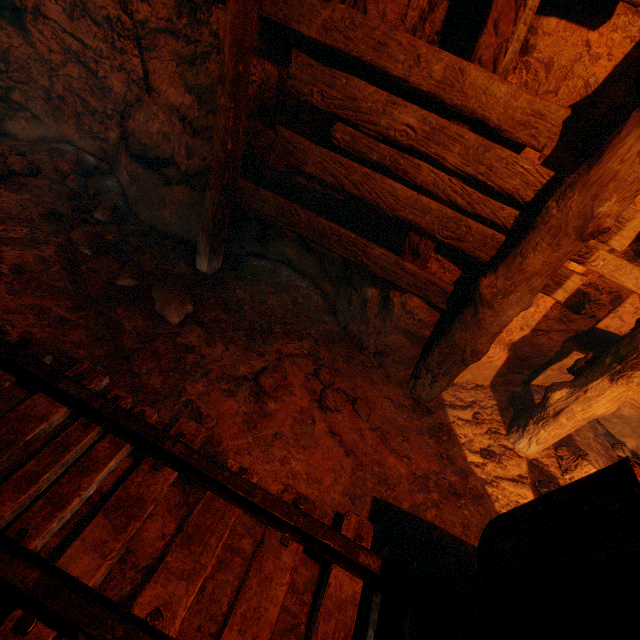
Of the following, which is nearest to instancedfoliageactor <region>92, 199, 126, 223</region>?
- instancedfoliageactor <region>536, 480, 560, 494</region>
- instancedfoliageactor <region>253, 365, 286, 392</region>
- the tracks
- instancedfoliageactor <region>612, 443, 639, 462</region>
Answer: the tracks

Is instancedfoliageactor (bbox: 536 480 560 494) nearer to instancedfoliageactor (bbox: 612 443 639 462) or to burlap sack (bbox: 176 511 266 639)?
burlap sack (bbox: 176 511 266 639)

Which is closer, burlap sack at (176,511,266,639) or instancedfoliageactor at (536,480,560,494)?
burlap sack at (176,511,266,639)

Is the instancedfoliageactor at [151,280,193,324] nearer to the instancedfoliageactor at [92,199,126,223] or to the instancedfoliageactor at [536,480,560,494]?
the instancedfoliageactor at [92,199,126,223]

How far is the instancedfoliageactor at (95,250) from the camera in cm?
283

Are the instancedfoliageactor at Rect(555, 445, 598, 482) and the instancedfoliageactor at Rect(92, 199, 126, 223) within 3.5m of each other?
no

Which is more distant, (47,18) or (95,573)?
(47,18)

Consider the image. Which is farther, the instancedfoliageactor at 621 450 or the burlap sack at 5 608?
the instancedfoliageactor at 621 450
